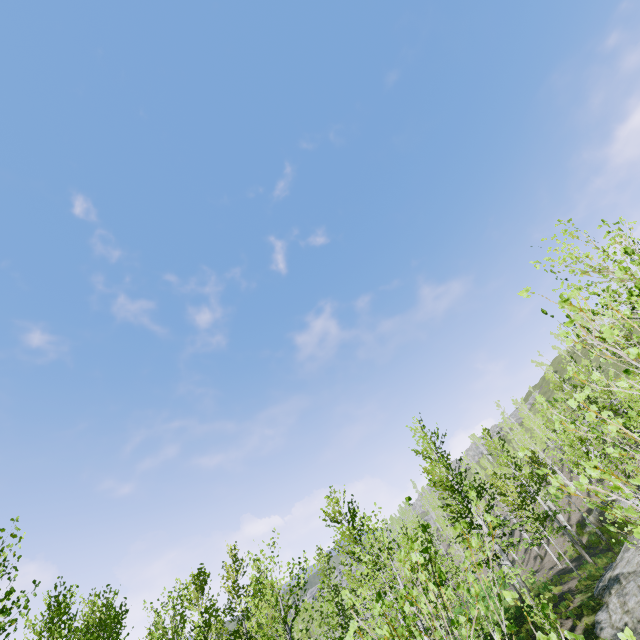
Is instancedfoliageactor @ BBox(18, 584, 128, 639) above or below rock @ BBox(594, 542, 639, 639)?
above

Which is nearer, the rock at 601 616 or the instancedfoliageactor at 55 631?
the instancedfoliageactor at 55 631

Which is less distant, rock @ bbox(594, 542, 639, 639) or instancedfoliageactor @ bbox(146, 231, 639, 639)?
instancedfoliageactor @ bbox(146, 231, 639, 639)

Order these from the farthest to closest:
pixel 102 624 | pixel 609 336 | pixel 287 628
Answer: pixel 102 624
pixel 287 628
pixel 609 336

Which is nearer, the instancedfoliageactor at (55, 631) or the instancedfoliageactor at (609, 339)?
the instancedfoliageactor at (609, 339)

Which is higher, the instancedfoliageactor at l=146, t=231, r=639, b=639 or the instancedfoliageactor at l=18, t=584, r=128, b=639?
the instancedfoliageactor at l=18, t=584, r=128, b=639
